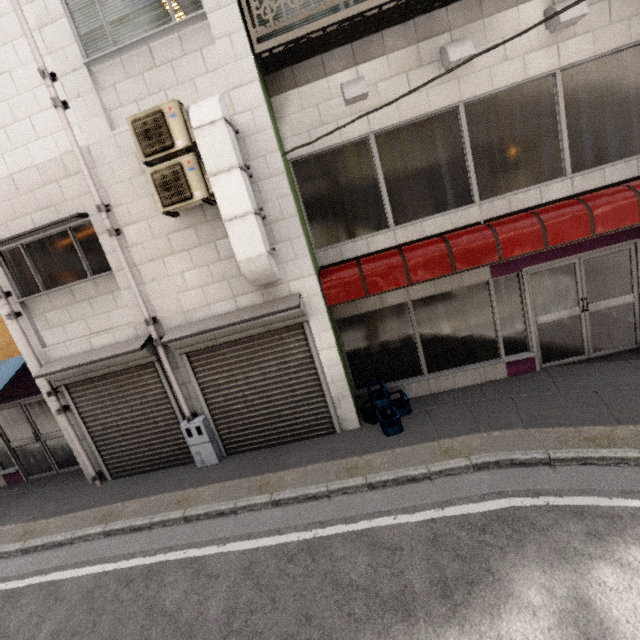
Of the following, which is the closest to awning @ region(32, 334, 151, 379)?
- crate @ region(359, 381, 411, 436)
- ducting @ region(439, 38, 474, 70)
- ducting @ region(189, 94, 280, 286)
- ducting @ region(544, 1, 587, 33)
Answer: ducting @ region(189, 94, 280, 286)

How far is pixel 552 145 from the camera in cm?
535

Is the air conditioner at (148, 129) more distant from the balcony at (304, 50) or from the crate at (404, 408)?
the crate at (404, 408)

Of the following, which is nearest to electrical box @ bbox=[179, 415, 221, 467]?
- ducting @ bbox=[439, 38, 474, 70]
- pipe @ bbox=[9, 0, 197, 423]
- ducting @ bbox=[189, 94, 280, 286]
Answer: pipe @ bbox=[9, 0, 197, 423]

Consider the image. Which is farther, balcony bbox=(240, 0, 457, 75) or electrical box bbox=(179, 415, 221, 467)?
electrical box bbox=(179, 415, 221, 467)

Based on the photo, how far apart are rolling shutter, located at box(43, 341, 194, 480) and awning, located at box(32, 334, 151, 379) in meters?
0.1

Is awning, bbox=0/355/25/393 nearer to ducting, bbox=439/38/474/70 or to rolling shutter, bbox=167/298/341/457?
rolling shutter, bbox=167/298/341/457

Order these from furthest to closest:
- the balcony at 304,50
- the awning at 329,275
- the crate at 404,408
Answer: the crate at 404,408 → the awning at 329,275 → the balcony at 304,50
